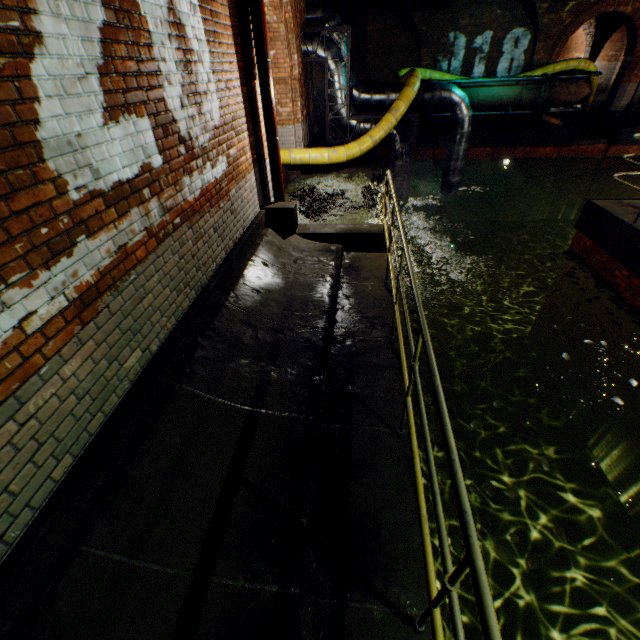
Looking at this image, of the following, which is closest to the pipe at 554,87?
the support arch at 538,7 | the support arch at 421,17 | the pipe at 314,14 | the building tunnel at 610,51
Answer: the support arch at 538,7

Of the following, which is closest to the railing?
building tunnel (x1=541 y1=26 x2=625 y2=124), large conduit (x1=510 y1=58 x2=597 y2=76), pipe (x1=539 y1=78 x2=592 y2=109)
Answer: large conduit (x1=510 y1=58 x2=597 y2=76)

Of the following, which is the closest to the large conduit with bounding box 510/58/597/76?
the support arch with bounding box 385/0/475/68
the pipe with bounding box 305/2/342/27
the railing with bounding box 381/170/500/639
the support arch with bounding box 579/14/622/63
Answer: the pipe with bounding box 305/2/342/27

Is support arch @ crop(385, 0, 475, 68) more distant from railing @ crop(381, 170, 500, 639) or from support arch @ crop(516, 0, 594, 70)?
railing @ crop(381, 170, 500, 639)

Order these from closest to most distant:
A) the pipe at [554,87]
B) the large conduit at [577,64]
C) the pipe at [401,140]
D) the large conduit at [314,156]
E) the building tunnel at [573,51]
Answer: the large conduit at [314,156], the pipe at [401,140], the pipe at [554,87], the large conduit at [577,64], the building tunnel at [573,51]

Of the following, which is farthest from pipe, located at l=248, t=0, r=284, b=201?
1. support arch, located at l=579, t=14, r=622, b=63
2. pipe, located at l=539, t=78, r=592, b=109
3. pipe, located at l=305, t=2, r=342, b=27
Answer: support arch, located at l=579, t=14, r=622, b=63

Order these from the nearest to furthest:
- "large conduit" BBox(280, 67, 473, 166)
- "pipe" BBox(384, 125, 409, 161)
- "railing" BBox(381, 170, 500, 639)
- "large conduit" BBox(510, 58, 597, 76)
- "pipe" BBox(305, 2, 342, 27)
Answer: "railing" BBox(381, 170, 500, 639) → "large conduit" BBox(280, 67, 473, 166) → "pipe" BBox(305, 2, 342, 27) → "pipe" BBox(384, 125, 409, 161) → "large conduit" BBox(510, 58, 597, 76)

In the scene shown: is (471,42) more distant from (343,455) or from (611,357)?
(343,455)
